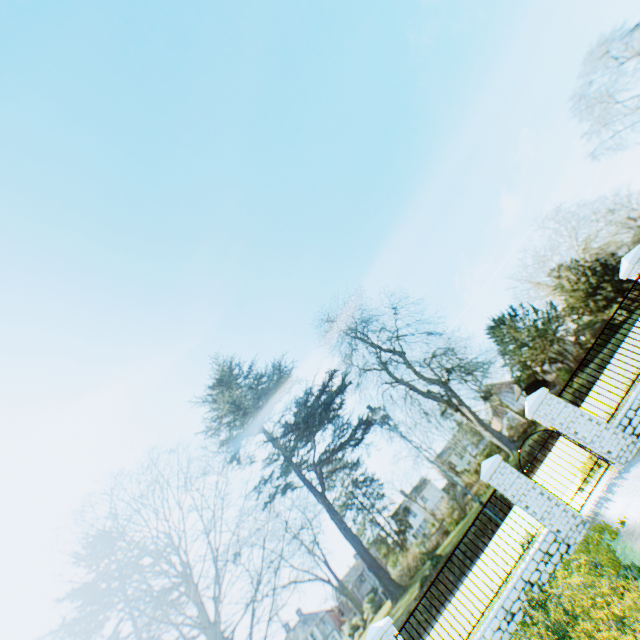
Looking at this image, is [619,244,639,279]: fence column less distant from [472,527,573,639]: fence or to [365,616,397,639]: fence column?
[472,527,573,639]: fence

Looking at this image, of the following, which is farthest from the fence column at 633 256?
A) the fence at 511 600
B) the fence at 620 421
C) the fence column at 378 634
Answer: the fence column at 378 634

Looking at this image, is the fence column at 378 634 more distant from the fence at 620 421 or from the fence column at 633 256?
the fence column at 633 256

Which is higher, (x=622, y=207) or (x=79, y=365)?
(x=79, y=365)

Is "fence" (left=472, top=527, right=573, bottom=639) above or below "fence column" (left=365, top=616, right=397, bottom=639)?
below

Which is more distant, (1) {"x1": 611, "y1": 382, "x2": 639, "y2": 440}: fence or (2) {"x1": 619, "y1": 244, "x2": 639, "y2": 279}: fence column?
(2) {"x1": 619, "y1": 244, "x2": 639, "y2": 279}: fence column

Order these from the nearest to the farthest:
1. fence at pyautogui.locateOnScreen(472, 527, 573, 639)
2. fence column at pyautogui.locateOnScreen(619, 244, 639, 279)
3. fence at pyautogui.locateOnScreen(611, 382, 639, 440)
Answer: fence at pyautogui.locateOnScreen(472, 527, 573, 639), fence at pyautogui.locateOnScreen(611, 382, 639, 440), fence column at pyautogui.locateOnScreen(619, 244, 639, 279)

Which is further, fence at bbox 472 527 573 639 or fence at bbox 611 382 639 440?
fence at bbox 611 382 639 440
